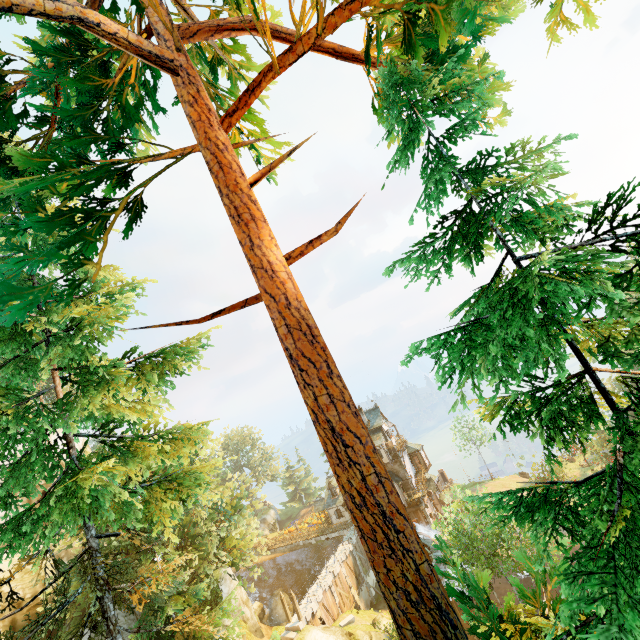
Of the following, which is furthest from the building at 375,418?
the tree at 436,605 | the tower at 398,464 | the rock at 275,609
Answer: the rock at 275,609

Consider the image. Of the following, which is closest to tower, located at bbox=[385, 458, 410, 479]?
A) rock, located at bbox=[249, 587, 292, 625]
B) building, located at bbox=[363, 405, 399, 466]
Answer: building, located at bbox=[363, 405, 399, 466]

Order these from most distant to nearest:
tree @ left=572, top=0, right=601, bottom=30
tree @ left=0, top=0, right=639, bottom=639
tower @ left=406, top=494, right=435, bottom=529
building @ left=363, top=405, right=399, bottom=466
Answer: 1. building @ left=363, top=405, right=399, bottom=466
2. tower @ left=406, top=494, right=435, bottom=529
3. tree @ left=572, top=0, right=601, bottom=30
4. tree @ left=0, top=0, right=639, bottom=639

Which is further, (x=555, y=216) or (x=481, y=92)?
(x=481, y=92)

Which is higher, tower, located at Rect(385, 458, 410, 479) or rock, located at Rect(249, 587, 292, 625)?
tower, located at Rect(385, 458, 410, 479)

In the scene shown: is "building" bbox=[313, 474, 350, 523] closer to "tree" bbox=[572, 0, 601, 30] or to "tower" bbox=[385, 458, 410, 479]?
"tower" bbox=[385, 458, 410, 479]

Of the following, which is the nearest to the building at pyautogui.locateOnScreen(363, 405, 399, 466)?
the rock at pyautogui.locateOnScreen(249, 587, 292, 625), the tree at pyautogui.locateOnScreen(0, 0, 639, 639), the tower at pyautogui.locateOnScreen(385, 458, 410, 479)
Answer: the tower at pyautogui.locateOnScreen(385, 458, 410, 479)

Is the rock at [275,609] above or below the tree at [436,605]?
below
